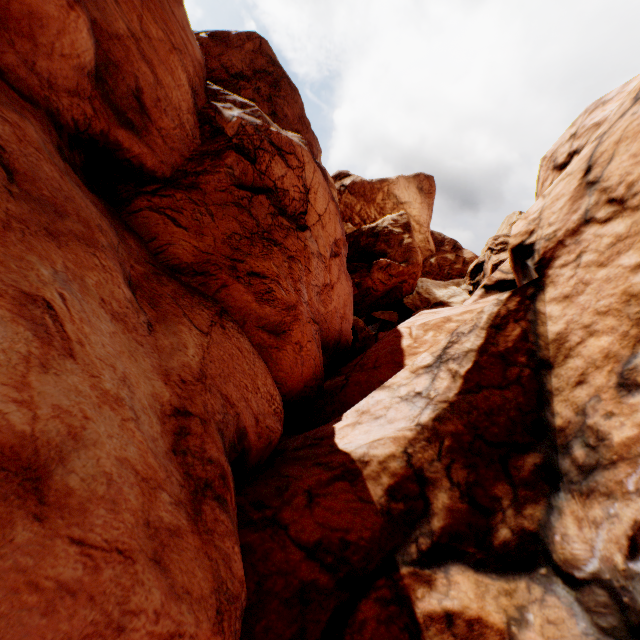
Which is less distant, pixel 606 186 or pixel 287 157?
pixel 606 186
